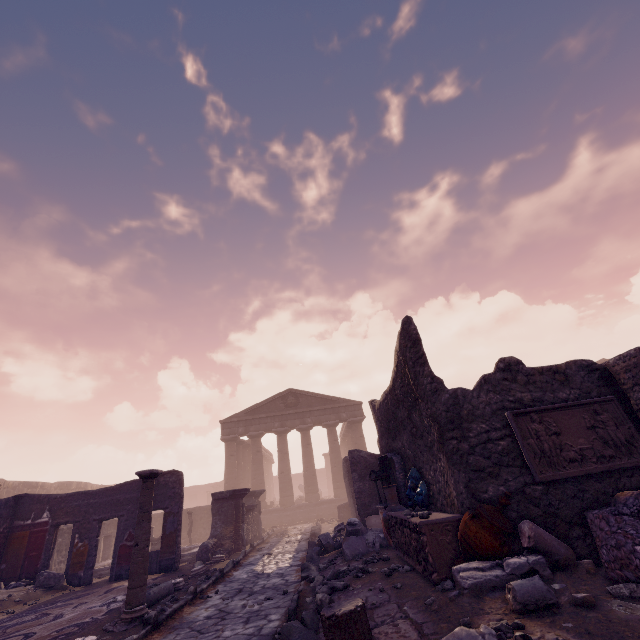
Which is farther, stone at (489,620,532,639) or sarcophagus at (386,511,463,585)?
sarcophagus at (386,511,463,585)

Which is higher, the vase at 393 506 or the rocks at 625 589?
the vase at 393 506

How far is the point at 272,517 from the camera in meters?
22.6 m

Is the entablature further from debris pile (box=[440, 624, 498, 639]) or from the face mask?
debris pile (box=[440, 624, 498, 639])

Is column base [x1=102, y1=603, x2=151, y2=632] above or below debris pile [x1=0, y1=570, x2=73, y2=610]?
below

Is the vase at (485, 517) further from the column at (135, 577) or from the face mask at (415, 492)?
the column at (135, 577)

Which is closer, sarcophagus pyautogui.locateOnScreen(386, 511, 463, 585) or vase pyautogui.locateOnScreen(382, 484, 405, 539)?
sarcophagus pyautogui.locateOnScreen(386, 511, 463, 585)

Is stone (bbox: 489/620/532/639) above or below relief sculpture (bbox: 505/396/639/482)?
below
